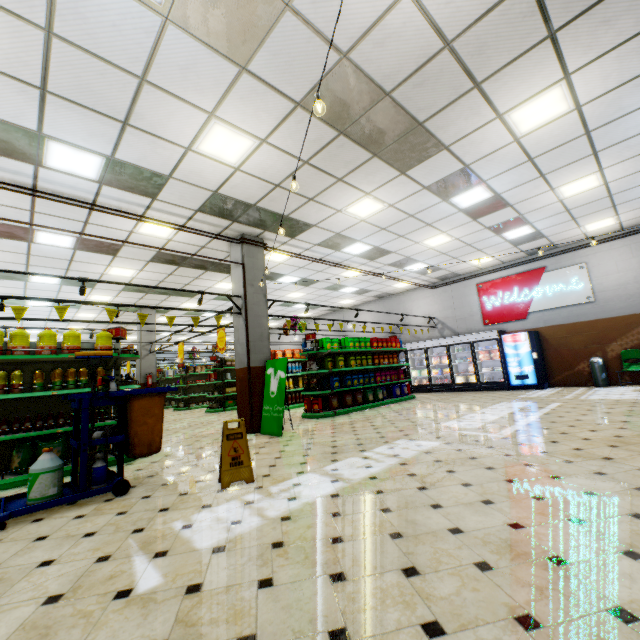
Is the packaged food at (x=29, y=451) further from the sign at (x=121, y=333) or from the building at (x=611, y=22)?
the sign at (x=121, y=333)

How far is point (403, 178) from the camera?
6.5 meters

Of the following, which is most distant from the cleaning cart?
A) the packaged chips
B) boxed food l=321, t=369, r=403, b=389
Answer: boxed food l=321, t=369, r=403, b=389

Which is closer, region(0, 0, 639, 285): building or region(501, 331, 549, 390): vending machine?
region(0, 0, 639, 285): building

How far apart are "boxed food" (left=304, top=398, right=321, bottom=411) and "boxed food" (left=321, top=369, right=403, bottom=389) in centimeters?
88cm

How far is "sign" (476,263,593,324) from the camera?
11.2m

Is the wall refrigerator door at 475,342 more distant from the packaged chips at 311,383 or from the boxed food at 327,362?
the packaged chips at 311,383

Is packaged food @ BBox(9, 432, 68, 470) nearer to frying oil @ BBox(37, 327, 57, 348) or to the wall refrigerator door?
frying oil @ BBox(37, 327, 57, 348)
